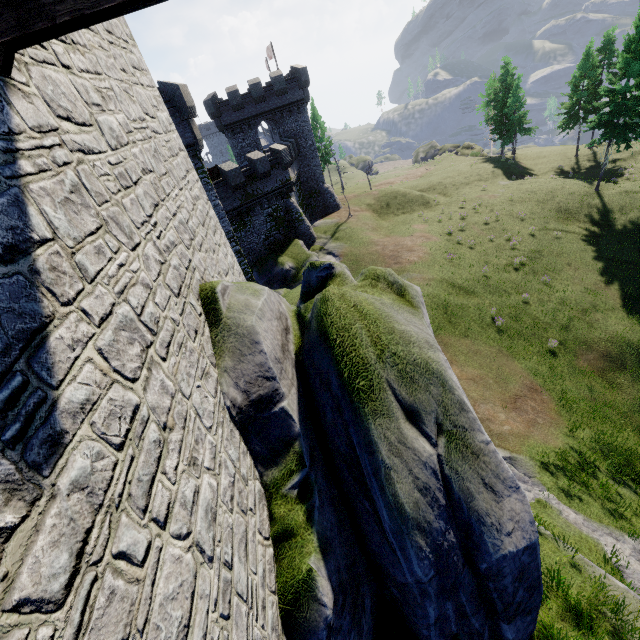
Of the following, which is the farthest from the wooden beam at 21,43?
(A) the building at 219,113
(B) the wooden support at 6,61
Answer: (A) the building at 219,113

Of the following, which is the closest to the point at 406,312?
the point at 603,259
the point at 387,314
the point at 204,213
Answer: the point at 387,314

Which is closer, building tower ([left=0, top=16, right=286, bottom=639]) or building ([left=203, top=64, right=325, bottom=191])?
building tower ([left=0, top=16, right=286, bottom=639])

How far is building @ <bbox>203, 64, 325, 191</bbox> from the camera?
34.78m

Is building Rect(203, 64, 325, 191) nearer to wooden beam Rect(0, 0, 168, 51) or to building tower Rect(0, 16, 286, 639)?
building tower Rect(0, 16, 286, 639)

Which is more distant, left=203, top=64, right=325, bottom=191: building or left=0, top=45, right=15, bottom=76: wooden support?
left=203, top=64, right=325, bottom=191: building

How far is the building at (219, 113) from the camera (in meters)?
34.78

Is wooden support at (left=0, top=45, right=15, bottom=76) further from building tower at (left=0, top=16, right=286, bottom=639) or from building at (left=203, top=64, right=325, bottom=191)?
building at (left=203, top=64, right=325, bottom=191)
